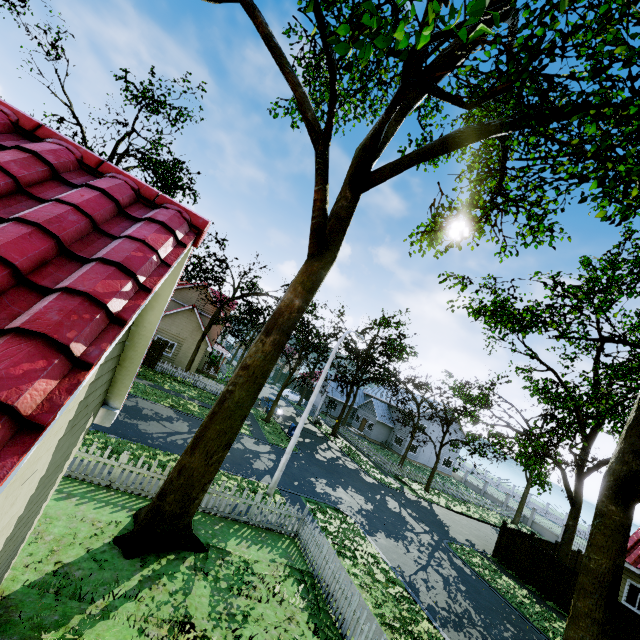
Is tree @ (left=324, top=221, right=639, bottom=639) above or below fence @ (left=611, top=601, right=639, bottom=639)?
above

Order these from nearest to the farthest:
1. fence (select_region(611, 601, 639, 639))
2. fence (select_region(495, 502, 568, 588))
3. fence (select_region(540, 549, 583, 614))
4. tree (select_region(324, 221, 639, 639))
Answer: tree (select_region(324, 221, 639, 639)) < fence (select_region(611, 601, 639, 639)) < fence (select_region(540, 549, 583, 614)) < fence (select_region(495, 502, 568, 588))

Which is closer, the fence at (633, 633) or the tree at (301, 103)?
the tree at (301, 103)

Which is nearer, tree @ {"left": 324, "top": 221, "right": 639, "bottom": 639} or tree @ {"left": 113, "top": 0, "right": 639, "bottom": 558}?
tree @ {"left": 113, "top": 0, "right": 639, "bottom": 558}

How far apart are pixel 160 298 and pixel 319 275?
6.28m

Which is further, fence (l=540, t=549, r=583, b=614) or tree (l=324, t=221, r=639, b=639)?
fence (l=540, t=549, r=583, b=614)

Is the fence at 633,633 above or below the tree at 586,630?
below
